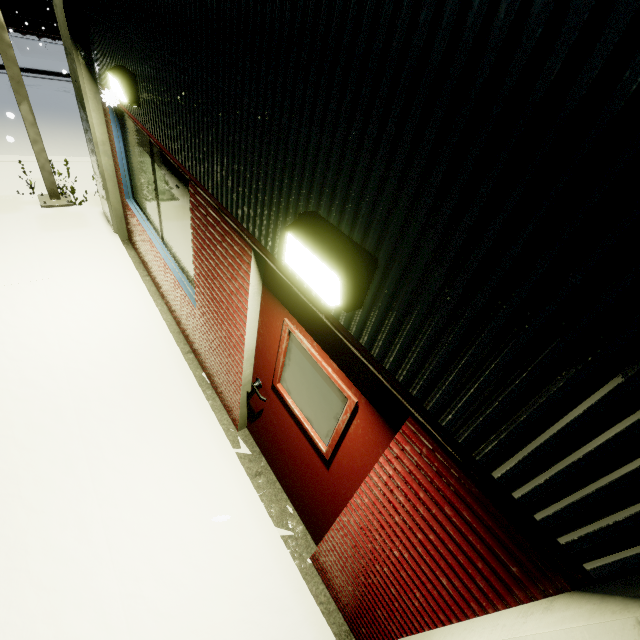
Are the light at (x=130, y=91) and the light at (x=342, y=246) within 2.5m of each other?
no

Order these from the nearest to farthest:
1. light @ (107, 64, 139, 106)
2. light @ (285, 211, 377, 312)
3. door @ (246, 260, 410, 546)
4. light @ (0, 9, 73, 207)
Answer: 1. light @ (285, 211, 377, 312)
2. door @ (246, 260, 410, 546)
3. light @ (107, 64, 139, 106)
4. light @ (0, 9, 73, 207)

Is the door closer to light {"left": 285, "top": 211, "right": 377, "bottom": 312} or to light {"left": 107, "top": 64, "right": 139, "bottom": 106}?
light {"left": 285, "top": 211, "right": 377, "bottom": 312}

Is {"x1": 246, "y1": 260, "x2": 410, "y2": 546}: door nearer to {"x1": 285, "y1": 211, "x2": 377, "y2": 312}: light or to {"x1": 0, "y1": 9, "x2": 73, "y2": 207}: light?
{"x1": 285, "y1": 211, "x2": 377, "y2": 312}: light

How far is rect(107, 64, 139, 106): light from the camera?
3.2m

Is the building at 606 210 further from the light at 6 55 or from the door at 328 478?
the light at 6 55

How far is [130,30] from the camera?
3.0m

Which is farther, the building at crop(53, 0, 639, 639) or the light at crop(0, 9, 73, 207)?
the light at crop(0, 9, 73, 207)
